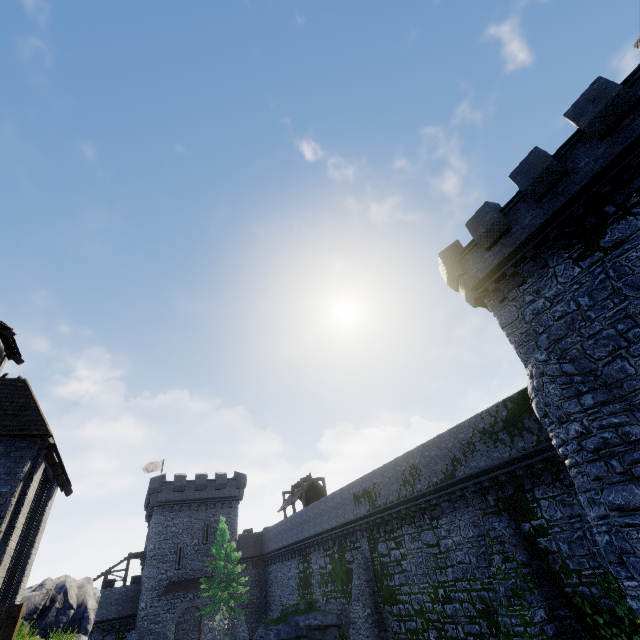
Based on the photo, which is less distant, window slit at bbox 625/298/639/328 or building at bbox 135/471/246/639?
window slit at bbox 625/298/639/328

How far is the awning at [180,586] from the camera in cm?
3374

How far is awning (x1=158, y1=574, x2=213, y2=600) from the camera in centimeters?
3374cm

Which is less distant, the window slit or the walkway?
the walkway

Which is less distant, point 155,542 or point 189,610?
point 155,542

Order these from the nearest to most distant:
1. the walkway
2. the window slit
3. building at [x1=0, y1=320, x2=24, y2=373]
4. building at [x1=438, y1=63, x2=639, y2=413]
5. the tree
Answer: the walkway
the window slit
building at [x1=438, y1=63, x2=639, y2=413]
building at [x1=0, y1=320, x2=24, y2=373]
the tree

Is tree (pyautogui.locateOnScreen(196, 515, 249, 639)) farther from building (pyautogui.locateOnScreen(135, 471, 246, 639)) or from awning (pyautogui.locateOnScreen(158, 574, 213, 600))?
building (pyautogui.locateOnScreen(135, 471, 246, 639))

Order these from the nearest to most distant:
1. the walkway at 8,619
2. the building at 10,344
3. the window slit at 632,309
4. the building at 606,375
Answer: the walkway at 8,619 < the window slit at 632,309 < the building at 606,375 < the building at 10,344
